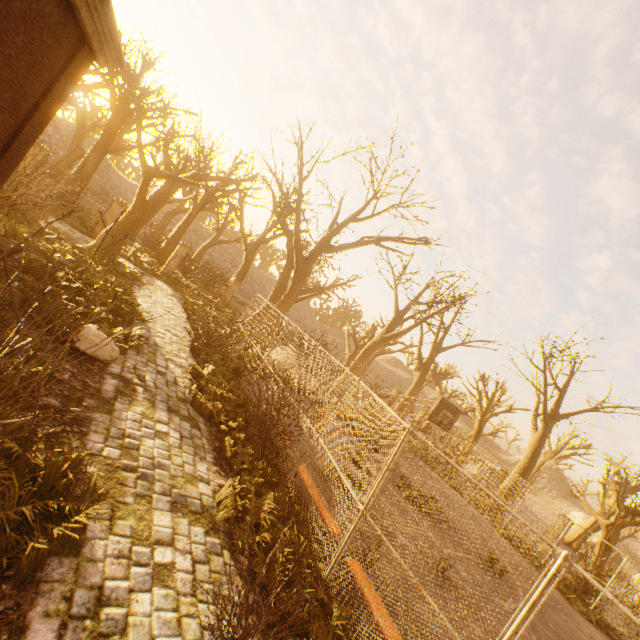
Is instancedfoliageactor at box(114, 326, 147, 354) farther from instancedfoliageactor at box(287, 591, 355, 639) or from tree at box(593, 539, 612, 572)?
instancedfoliageactor at box(287, 591, 355, 639)

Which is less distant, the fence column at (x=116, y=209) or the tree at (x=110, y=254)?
the tree at (x=110, y=254)

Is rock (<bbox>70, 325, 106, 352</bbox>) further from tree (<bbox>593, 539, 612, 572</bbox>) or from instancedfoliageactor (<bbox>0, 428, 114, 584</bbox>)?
tree (<bbox>593, 539, 612, 572</bbox>)

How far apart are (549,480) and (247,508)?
74.8 meters

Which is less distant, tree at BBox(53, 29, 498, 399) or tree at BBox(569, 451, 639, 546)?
tree at BBox(53, 29, 498, 399)

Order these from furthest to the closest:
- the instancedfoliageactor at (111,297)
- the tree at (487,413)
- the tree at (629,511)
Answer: the tree at (487,413)
the tree at (629,511)
the instancedfoliageactor at (111,297)

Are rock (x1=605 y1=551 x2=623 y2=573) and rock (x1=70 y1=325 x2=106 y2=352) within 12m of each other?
no

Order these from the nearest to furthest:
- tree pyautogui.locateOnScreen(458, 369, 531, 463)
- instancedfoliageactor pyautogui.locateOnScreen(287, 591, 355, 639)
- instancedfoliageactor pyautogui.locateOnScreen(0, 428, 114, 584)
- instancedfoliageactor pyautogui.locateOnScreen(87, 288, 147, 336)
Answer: instancedfoliageactor pyautogui.locateOnScreen(0, 428, 114, 584), instancedfoliageactor pyautogui.locateOnScreen(287, 591, 355, 639), instancedfoliageactor pyautogui.locateOnScreen(87, 288, 147, 336), tree pyautogui.locateOnScreen(458, 369, 531, 463)
